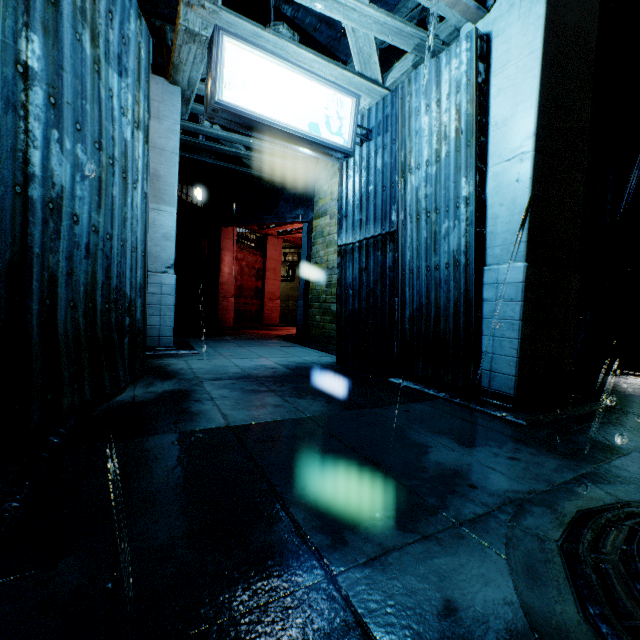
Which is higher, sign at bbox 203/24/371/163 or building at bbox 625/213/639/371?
sign at bbox 203/24/371/163

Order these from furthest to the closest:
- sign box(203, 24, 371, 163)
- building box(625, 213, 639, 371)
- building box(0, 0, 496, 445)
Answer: building box(625, 213, 639, 371), sign box(203, 24, 371, 163), building box(0, 0, 496, 445)

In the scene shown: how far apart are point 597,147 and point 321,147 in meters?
7.0 m

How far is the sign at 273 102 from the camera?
4.8m

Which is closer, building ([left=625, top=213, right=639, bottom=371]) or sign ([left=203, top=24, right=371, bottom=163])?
sign ([left=203, top=24, right=371, bottom=163])

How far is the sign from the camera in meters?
4.8

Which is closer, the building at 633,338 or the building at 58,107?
the building at 58,107
